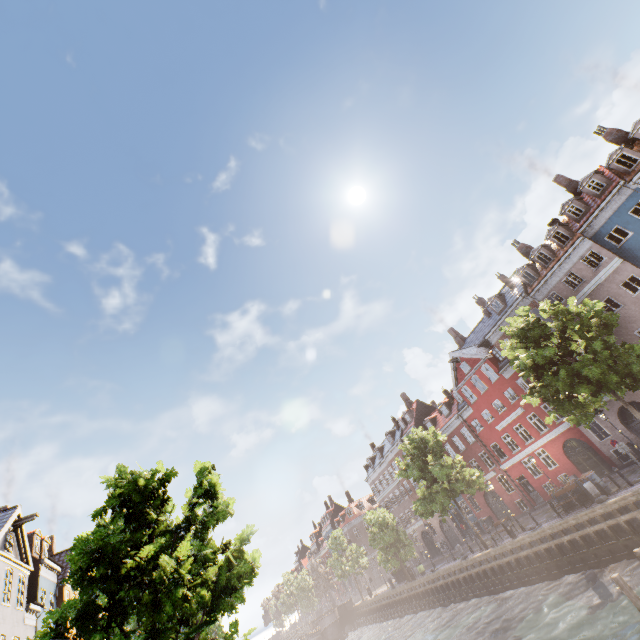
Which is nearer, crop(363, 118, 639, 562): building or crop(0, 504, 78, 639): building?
crop(0, 504, 78, 639): building

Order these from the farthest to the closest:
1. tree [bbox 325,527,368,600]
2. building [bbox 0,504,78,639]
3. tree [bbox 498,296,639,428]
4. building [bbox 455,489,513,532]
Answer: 1. tree [bbox 325,527,368,600]
2. building [bbox 455,489,513,532]
3. building [bbox 0,504,78,639]
4. tree [bbox 498,296,639,428]

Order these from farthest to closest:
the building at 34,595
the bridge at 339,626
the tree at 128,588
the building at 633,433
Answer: the bridge at 339,626 < the building at 633,433 < the building at 34,595 < the tree at 128,588

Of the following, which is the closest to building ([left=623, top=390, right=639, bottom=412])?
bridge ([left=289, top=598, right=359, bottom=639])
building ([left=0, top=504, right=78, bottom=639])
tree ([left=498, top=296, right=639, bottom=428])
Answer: tree ([left=498, top=296, right=639, bottom=428])

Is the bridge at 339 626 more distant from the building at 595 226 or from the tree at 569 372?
the building at 595 226

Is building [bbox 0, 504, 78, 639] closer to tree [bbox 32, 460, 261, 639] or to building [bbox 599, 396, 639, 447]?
tree [bbox 32, 460, 261, 639]

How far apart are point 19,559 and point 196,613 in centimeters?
2317cm

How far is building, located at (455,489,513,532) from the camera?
34.9 meters
